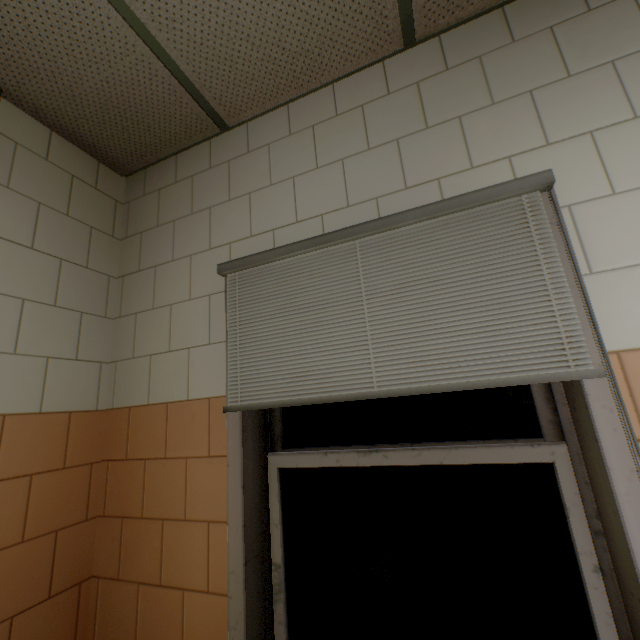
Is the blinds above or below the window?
above

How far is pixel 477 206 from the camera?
1.1m

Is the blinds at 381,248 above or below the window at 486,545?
above
